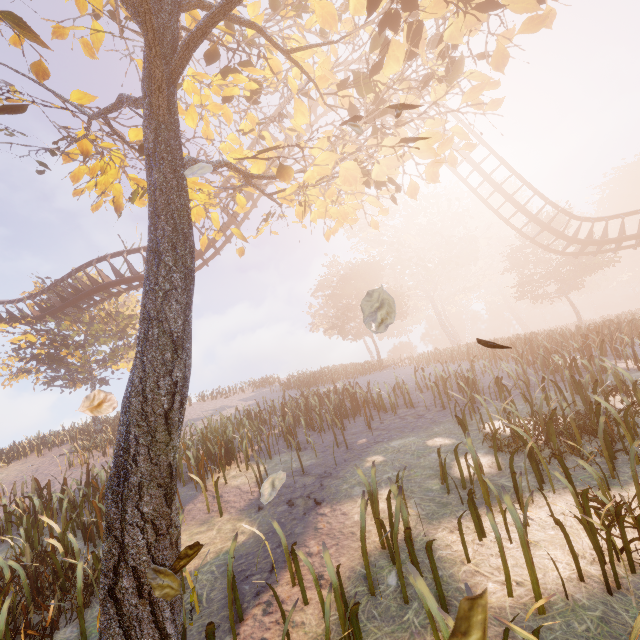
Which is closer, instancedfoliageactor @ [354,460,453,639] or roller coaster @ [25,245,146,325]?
instancedfoliageactor @ [354,460,453,639]

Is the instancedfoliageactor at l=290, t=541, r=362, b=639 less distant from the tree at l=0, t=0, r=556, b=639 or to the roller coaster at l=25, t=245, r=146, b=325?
the tree at l=0, t=0, r=556, b=639

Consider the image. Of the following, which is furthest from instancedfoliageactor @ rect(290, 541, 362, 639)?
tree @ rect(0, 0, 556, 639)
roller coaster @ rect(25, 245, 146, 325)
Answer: roller coaster @ rect(25, 245, 146, 325)

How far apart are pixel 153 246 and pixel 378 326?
2.1 meters

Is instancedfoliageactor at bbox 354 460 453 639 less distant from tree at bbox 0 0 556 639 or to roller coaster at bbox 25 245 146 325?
tree at bbox 0 0 556 639

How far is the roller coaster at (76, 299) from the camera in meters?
16.0 m

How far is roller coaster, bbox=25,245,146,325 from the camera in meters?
16.0

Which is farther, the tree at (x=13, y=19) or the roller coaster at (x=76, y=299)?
the roller coaster at (x=76, y=299)
